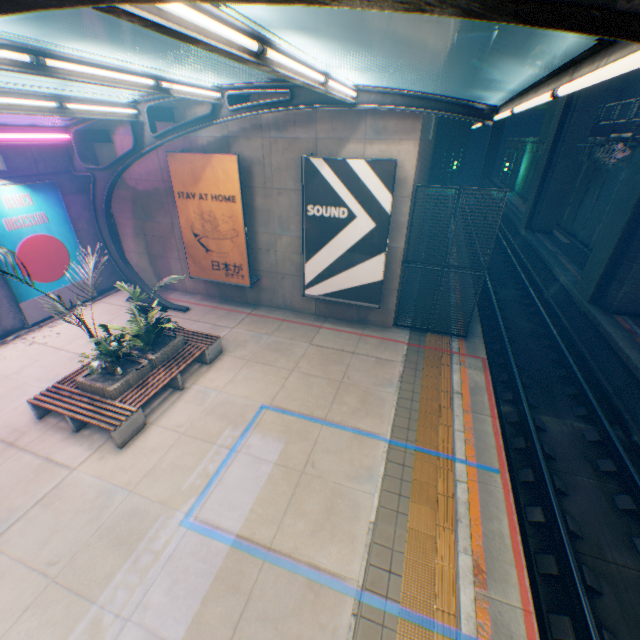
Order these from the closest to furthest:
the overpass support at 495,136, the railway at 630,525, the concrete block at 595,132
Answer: the railway at 630,525 < the concrete block at 595,132 < the overpass support at 495,136

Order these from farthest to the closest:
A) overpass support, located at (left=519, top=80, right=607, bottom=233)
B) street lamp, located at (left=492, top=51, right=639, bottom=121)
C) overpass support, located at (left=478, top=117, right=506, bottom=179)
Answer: overpass support, located at (left=478, top=117, right=506, bottom=179)
overpass support, located at (left=519, top=80, right=607, bottom=233)
street lamp, located at (left=492, top=51, right=639, bottom=121)

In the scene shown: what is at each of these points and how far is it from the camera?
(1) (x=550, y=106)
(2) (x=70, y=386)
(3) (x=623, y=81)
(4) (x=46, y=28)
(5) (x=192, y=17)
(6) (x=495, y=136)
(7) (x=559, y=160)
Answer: (1) building, 31.67m
(2) bench, 7.91m
(3) building, 22.72m
(4) overpass support, 17.81m
(5) street lamp, 2.58m
(6) overpass support, 53.16m
(7) overpass support, 21.89m

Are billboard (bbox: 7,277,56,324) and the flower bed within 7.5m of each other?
yes

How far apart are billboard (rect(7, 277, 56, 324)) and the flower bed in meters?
5.1

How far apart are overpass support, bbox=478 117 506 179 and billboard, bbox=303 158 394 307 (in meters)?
57.62

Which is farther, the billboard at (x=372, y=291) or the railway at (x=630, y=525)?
the billboard at (x=372, y=291)

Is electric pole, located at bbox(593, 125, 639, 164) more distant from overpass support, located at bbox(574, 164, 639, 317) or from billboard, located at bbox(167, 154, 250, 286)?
billboard, located at bbox(167, 154, 250, 286)
